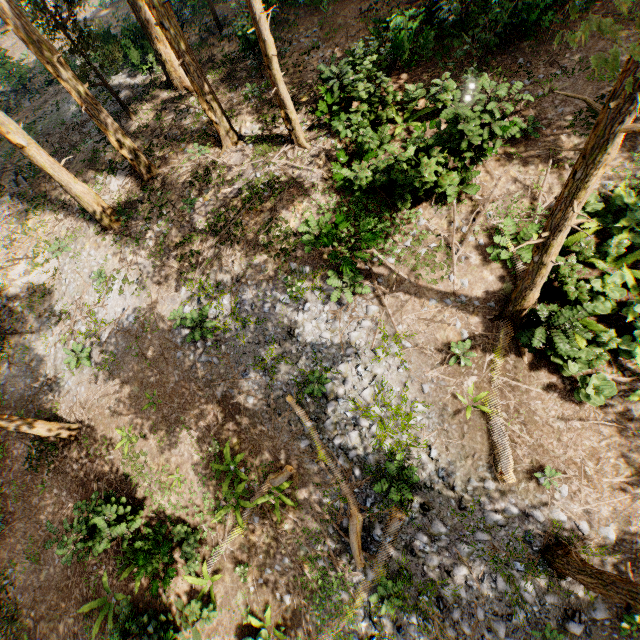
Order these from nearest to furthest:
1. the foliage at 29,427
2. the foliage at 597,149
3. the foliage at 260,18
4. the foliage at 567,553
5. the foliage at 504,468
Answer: the foliage at 597,149 → the foliage at 567,553 → the foliage at 504,468 → the foliage at 260,18 → the foliage at 29,427

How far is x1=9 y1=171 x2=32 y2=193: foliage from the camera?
20.0 meters

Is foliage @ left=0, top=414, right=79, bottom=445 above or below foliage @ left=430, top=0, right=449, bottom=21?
below

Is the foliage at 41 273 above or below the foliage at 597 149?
below

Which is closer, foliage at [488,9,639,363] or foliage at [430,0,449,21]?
foliage at [488,9,639,363]

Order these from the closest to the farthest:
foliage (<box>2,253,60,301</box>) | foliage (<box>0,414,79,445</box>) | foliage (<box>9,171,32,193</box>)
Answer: foliage (<box>0,414,79,445</box>) < foliage (<box>2,253,60,301</box>) < foliage (<box>9,171,32,193</box>)

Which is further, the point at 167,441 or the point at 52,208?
the point at 52,208
